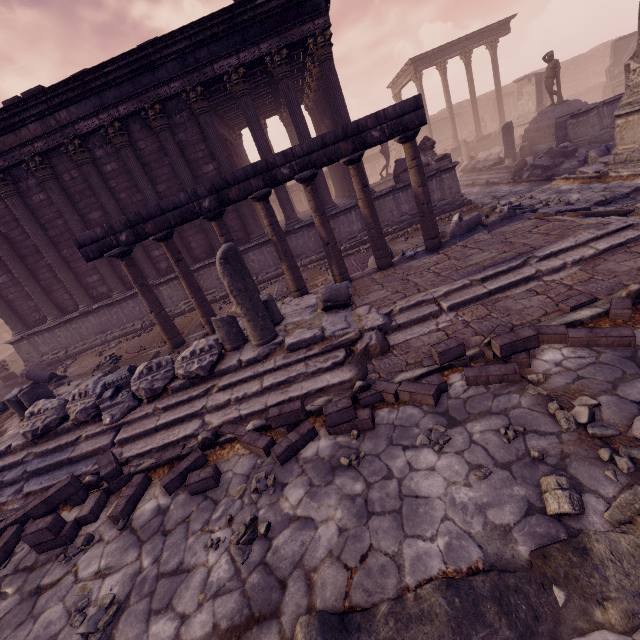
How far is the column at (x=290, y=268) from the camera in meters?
6.7 m

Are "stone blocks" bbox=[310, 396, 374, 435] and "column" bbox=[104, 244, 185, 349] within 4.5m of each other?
no

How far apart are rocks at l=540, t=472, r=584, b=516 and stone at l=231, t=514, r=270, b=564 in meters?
2.3

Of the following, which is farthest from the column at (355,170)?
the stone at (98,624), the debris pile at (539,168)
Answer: the debris pile at (539,168)

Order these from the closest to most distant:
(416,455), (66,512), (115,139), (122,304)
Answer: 1. (416,455)
2. (66,512)
3. (115,139)
4. (122,304)

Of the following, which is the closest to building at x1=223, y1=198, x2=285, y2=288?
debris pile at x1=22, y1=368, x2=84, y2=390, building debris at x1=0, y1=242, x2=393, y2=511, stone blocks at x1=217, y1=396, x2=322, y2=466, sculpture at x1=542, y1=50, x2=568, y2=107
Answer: debris pile at x1=22, y1=368, x2=84, y2=390

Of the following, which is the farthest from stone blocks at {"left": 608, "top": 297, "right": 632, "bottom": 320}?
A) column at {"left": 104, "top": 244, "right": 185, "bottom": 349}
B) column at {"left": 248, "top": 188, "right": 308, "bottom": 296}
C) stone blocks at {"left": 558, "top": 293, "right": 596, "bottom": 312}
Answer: column at {"left": 104, "top": 244, "right": 185, "bottom": 349}

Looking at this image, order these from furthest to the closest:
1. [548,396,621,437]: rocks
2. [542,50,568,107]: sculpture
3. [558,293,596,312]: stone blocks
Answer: [542,50,568,107]: sculpture, [558,293,596,312]: stone blocks, [548,396,621,437]: rocks
